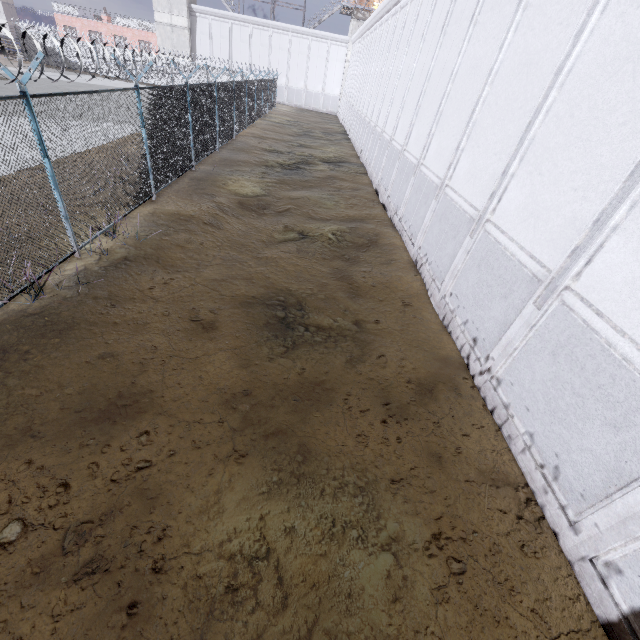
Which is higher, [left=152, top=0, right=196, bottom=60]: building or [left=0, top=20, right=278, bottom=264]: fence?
[left=152, top=0, right=196, bottom=60]: building

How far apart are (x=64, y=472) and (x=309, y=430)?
2.8 meters

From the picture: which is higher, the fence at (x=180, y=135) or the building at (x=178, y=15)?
the building at (x=178, y=15)

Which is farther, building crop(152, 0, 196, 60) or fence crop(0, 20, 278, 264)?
building crop(152, 0, 196, 60)

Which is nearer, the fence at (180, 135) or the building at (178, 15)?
the fence at (180, 135)
